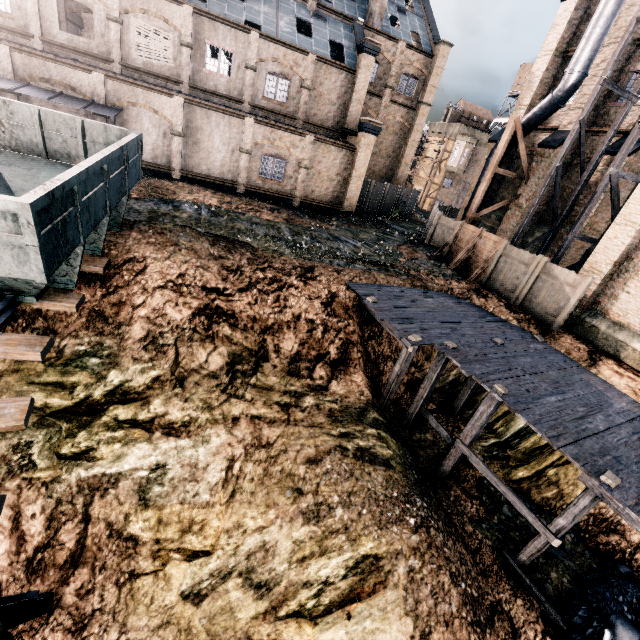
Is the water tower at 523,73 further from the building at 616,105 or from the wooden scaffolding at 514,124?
the wooden scaffolding at 514,124

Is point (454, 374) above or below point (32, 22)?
below

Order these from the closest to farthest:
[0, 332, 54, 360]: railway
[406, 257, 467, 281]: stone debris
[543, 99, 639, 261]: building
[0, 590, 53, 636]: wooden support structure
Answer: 1. [0, 590, 53, 636]: wooden support structure
2. [0, 332, 54, 360]: railway
3. [543, 99, 639, 261]: building
4. [406, 257, 467, 281]: stone debris

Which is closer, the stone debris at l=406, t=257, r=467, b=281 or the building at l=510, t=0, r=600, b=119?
the stone debris at l=406, t=257, r=467, b=281

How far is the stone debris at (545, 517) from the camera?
11.02m

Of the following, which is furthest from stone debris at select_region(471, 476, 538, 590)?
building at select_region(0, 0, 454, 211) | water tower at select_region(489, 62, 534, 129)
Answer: water tower at select_region(489, 62, 534, 129)

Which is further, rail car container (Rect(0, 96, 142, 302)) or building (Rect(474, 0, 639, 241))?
building (Rect(474, 0, 639, 241))

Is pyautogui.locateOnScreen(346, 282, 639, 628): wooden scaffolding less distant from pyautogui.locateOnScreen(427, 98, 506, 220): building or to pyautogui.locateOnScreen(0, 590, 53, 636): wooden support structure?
pyautogui.locateOnScreen(427, 98, 506, 220): building
